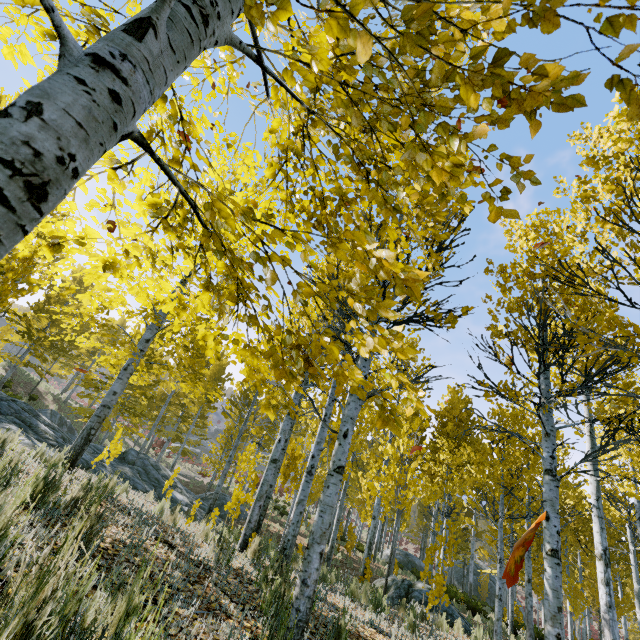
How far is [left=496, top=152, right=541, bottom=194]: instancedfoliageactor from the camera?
1.2 meters

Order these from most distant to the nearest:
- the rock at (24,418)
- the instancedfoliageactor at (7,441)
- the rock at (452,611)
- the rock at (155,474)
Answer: the rock at (155,474), the rock at (452,611), the rock at (24,418), the instancedfoliageactor at (7,441)

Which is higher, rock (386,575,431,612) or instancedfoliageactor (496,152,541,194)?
instancedfoliageactor (496,152,541,194)

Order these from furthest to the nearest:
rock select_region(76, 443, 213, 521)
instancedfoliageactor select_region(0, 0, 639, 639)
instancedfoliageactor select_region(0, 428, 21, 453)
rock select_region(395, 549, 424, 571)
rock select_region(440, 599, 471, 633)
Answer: rock select_region(395, 549, 424, 571), rock select_region(76, 443, 213, 521), rock select_region(440, 599, 471, 633), instancedfoliageactor select_region(0, 428, 21, 453), instancedfoliageactor select_region(0, 0, 639, 639)

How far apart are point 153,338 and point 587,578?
37.9m

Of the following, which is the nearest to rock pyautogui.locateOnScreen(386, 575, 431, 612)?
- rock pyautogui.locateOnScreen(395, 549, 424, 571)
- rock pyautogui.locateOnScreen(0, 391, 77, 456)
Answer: rock pyautogui.locateOnScreen(0, 391, 77, 456)

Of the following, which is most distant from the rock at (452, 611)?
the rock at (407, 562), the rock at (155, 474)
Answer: the rock at (407, 562)

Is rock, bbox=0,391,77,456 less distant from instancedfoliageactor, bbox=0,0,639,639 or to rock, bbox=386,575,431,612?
instancedfoliageactor, bbox=0,0,639,639
